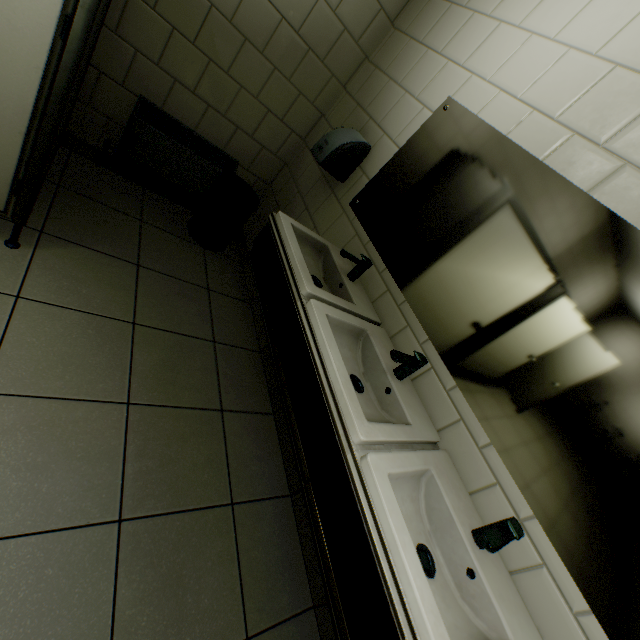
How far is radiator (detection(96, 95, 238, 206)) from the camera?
2.29m

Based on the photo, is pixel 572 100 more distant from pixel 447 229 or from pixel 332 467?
pixel 332 467

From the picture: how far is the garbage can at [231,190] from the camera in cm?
250

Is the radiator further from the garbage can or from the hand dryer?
the hand dryer

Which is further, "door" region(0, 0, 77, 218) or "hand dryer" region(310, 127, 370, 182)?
"hand dryer" region(310, 127, 370, 182)

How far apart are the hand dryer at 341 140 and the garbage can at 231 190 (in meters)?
0.66

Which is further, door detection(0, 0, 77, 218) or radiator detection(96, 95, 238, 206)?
radiator detection(96, 95, 238, 206)
